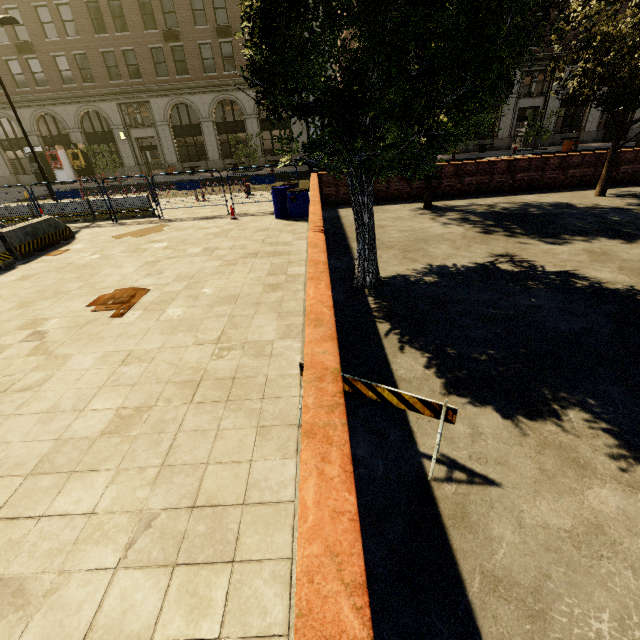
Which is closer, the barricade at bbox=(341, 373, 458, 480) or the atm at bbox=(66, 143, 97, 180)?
the barricade at bbox=(341, 373, 458, 480)

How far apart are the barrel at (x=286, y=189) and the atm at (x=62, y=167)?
29.3m

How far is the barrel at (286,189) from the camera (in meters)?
10.82

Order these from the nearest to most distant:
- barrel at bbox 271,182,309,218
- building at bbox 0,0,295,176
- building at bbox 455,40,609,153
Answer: barrel at bbox 271,182,309,218 → building at bbox 0,0,295,176 → building at bbox 455,40,609,153

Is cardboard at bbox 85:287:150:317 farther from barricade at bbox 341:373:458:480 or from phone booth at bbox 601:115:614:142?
phone booth at bbox 601:115:614:142

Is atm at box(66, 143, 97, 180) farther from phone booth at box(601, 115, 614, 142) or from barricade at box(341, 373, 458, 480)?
phone booth at box(601, 115, 614, 142)

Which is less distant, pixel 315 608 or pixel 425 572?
pixel 315 608

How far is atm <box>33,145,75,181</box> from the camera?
28.6 meters
